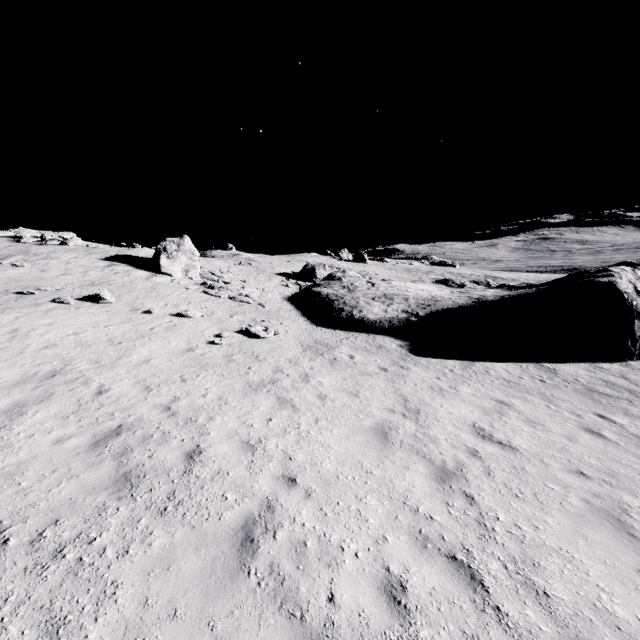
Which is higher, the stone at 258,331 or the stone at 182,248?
the stone at 182,248

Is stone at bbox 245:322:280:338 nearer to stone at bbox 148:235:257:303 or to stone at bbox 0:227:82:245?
stone at bbox 148:235:257:303

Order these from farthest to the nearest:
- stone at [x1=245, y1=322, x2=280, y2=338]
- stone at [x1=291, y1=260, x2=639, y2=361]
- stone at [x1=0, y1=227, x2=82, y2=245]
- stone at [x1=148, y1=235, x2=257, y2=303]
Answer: stone at [x1=0, y1=227, x2=82, y2=245]
stone at [x1=148, y1=235, x2=257, y2=303]
stone at [x1=291, y1=260, x2=639, y2=361]
stone at [x1=245, y1=322, x2=280, y2=338]

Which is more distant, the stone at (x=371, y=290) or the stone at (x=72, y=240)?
the stone at (x=72, y=240)

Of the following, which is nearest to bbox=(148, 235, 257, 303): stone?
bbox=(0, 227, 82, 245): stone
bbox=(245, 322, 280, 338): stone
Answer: bbox=(245, 322, 280, 338): stone

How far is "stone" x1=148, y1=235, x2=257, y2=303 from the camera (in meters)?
22.28

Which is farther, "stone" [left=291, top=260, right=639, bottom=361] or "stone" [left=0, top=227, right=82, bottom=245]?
"stone" [left=0, top=227, right=82, bottom=245]

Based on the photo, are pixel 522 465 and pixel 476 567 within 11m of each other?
yes
